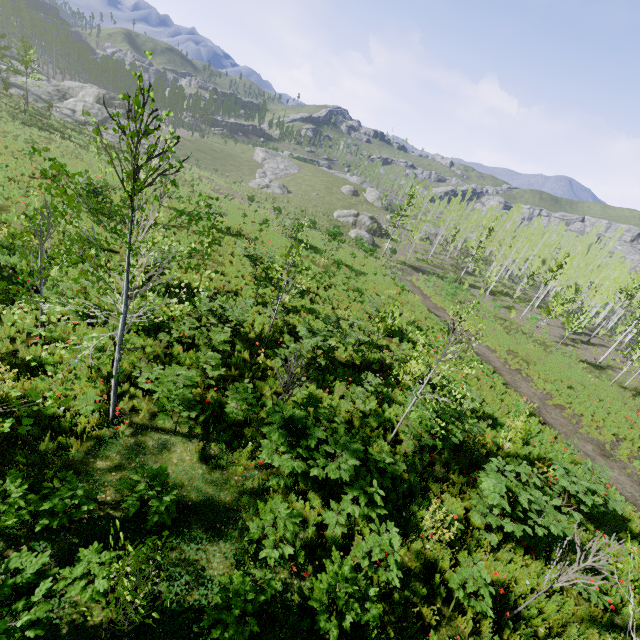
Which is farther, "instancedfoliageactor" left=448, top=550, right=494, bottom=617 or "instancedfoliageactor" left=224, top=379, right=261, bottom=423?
"instancedfoliageactor" left=224, top=379, right=261, bottom=423

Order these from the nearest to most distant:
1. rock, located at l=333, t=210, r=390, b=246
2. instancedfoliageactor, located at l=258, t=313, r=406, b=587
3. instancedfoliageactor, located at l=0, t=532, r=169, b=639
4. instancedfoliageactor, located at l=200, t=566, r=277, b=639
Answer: instancedfoliageactor, located at l=0, t=532, r=169, b=639
instancedfoliageactor, located at l=200, t=566, r=277, b=639
instancedfoliageactor, located at l=258, t=313, r=406, b=587
rock, located at l=333, t=210, r=390, b=246

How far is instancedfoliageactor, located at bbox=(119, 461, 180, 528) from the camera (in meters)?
5.33

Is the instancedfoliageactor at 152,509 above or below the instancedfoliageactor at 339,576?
below

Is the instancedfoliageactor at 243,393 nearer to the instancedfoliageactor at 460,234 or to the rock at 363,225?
the instancedfoliageactor at 460,234

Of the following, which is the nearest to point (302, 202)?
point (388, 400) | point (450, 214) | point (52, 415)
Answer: point (450, 214)

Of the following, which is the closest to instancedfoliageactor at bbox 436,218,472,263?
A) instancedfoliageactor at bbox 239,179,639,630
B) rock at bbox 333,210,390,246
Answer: rock at bbox 333,210,390,246

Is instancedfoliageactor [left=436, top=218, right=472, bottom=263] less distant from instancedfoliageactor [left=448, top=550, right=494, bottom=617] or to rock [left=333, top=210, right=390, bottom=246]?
rock [left=333, top=210, right=390, bottom=246]
